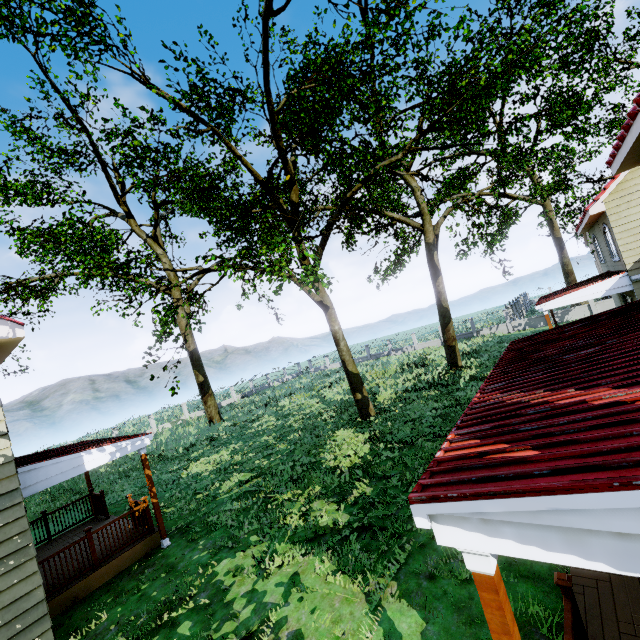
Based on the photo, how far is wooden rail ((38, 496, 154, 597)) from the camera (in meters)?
7.71

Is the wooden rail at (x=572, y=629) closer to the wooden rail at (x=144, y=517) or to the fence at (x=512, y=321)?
the wooden rail at (x=144, y=517)

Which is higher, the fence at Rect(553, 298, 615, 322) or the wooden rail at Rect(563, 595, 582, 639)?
the wooden rail at Rect(563, 595, 582, 639)

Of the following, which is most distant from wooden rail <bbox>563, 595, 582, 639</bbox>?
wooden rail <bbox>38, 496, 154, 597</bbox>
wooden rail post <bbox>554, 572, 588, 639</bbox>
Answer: wooden rail <bbox>38, 496, 154, 597</bbox>

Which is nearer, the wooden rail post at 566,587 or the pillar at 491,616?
the pillar at 491,616

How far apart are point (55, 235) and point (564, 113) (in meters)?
38.88

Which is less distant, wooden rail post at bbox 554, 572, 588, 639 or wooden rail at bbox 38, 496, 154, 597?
wooden rail post at bbox 554, 572, 588, 639

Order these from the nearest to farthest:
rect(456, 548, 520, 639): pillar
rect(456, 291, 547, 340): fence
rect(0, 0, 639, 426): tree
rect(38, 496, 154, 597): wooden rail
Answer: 1. rect(456, 548, 520, 639): pillar
2. rect(38, 496, 154, 597): wooden rail
3. rect(0, 0, 639, 426): tree
4. rect(456, 291, 547, 340): fence
